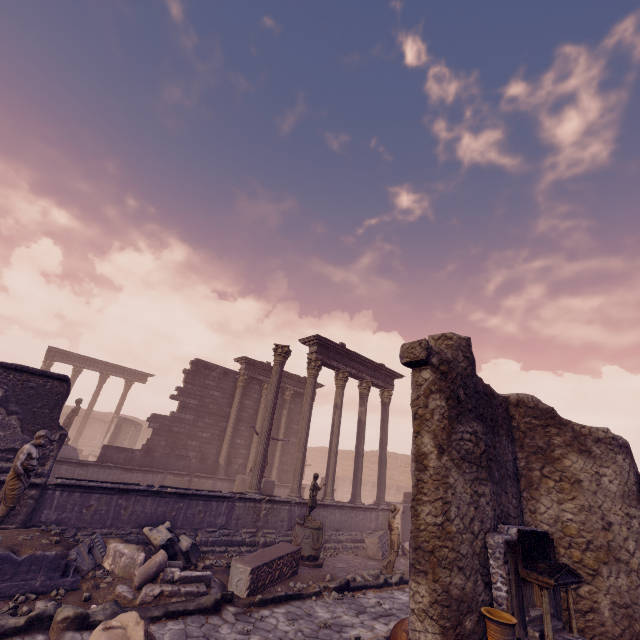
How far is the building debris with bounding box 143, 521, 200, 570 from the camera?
7.4m

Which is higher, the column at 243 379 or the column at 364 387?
the column at 243 379

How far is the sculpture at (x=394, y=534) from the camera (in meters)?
10.12

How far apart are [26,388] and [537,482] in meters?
11.7

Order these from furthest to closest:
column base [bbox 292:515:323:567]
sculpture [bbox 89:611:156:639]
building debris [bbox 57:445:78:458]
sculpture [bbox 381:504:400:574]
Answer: building debris [bbox 57:445:78:458] → sculpture [bbox 381:504:400:574] → column base [bbox 292:515:323:567] → sculpture [bbox 89:611:156:639]

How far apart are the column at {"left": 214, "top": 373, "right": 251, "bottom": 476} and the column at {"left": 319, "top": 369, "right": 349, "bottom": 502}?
5.8 meters

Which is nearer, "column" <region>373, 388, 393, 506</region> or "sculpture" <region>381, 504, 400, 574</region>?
"sculpture" <region>381, 504, 400, 574</region>

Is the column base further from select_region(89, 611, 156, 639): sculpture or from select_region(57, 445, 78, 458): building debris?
select_region(57, 445, 78, 458): building debris
